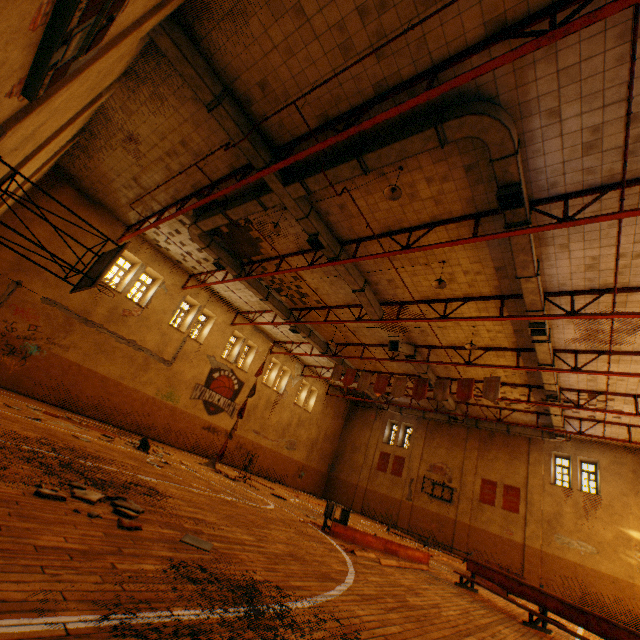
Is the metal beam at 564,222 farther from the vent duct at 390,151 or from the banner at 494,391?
the banner at 494,391

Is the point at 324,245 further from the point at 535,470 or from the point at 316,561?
the point at 535,470

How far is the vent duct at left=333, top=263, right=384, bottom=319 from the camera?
12.60m

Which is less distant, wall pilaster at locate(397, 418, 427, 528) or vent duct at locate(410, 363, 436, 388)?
vent duct at locate(410, 363, 436, 388)

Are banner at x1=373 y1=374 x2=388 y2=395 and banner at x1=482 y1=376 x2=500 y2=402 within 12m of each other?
yes

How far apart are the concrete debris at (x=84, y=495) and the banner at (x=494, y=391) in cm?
1423

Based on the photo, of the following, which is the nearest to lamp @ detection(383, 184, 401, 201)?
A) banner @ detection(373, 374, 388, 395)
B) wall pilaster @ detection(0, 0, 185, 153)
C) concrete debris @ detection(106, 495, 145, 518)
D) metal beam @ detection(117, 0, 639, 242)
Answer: metal beam @ detection(117, 0, 639, 242)
